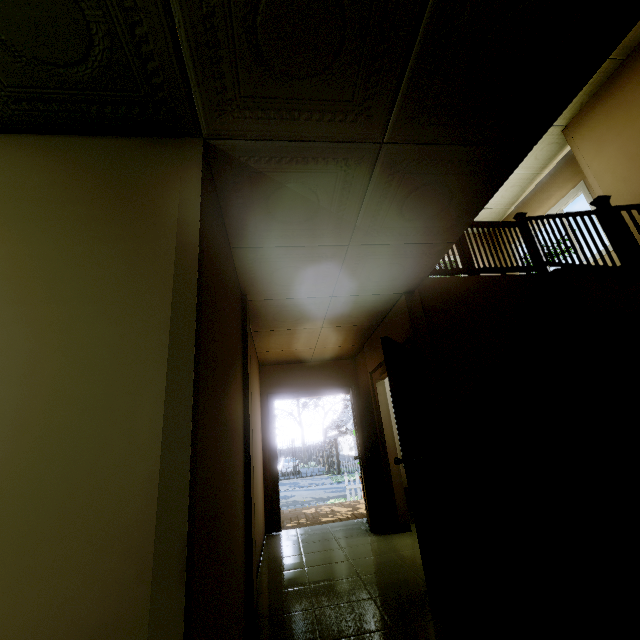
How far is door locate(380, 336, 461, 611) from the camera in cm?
246

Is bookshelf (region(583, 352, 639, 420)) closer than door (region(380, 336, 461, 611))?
No

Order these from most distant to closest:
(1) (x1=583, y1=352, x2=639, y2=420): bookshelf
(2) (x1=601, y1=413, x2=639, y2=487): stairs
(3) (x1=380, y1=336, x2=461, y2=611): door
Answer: (1) (x1=583, y1=352, x2=639, y2=420): bookshelf, (3) (x1=380, y1=336, x2=461, y2=611): door, (2) (x1=601, y1=413, x2=639, y2=487): stairs

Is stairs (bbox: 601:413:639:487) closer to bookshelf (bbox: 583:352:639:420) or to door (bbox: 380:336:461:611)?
bookshelf (bbox: 583:352:639:420)

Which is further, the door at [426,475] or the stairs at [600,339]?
the stairs at [600,339]

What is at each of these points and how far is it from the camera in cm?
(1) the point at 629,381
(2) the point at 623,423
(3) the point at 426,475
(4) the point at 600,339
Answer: (1) bookshelf, 321
(2) stairs, 135
(3) door, 297
(4) stairs, 357

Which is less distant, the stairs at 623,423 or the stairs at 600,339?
the stairs at 623,423
